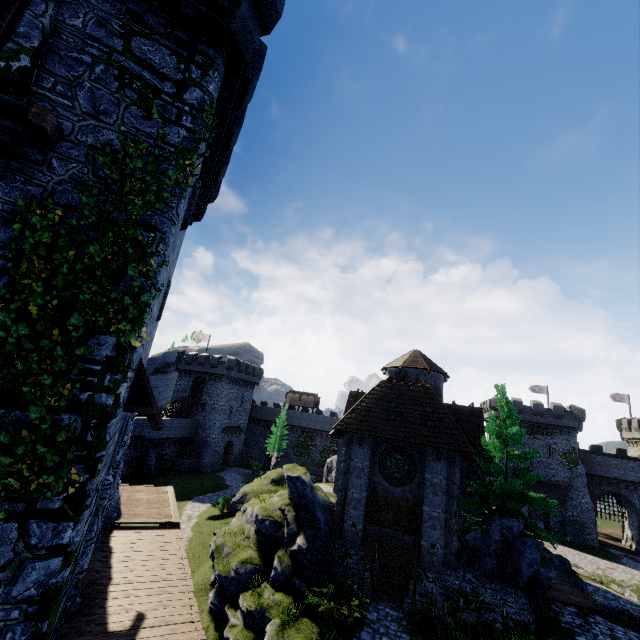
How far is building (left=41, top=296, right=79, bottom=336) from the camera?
5.7m

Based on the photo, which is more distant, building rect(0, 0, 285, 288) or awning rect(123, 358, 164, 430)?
awning rect(123, 358, 164, 430)

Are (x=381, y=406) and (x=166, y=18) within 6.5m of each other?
no

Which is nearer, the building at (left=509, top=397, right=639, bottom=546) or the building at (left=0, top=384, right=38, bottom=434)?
the building at (left=0, top=384, right=38, bottom=434)

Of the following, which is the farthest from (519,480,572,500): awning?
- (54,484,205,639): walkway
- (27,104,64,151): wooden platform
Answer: (27,104,64,151): wooden platform

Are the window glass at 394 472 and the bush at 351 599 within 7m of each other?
yes

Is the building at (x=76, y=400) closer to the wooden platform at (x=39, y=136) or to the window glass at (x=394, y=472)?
the wooden platform at (x=39, y=136)
